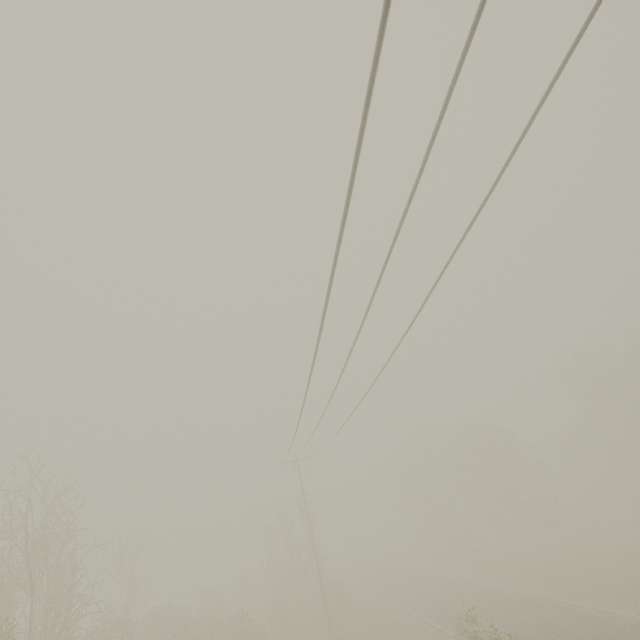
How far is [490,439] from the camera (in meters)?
39.94
